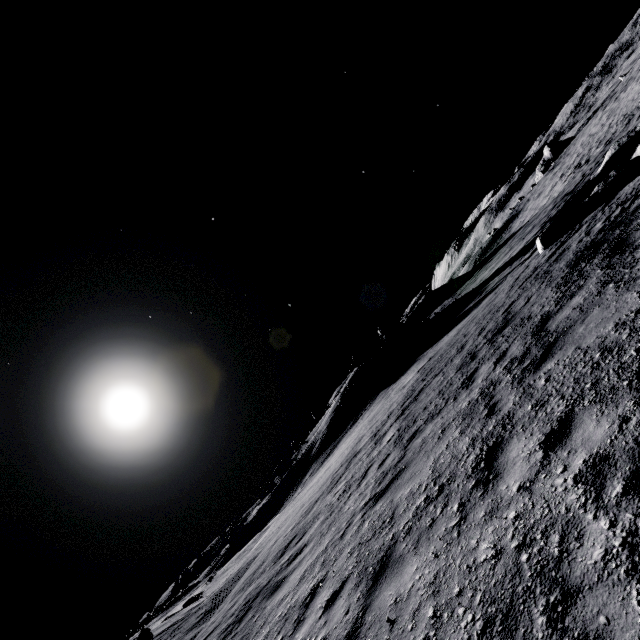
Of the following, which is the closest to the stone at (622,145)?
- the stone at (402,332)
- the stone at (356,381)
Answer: the stone at (402,332)

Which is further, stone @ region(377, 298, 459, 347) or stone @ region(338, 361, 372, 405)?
stone @ region(377, 298, 459, 347)

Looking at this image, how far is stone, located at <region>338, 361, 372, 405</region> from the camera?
27.59m

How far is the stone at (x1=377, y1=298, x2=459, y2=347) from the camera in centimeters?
2877cm

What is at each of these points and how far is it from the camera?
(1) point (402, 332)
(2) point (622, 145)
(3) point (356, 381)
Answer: (1) stone, 33.1 meters
(2) stone, 15.6 meters
(3) stone, 29.1 meters

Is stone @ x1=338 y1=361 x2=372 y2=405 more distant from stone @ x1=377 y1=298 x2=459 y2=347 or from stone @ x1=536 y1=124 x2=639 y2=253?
stone @ x1=536 y1=124 x2=639 y2=253

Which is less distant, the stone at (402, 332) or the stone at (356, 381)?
the stone at (356, 381)
